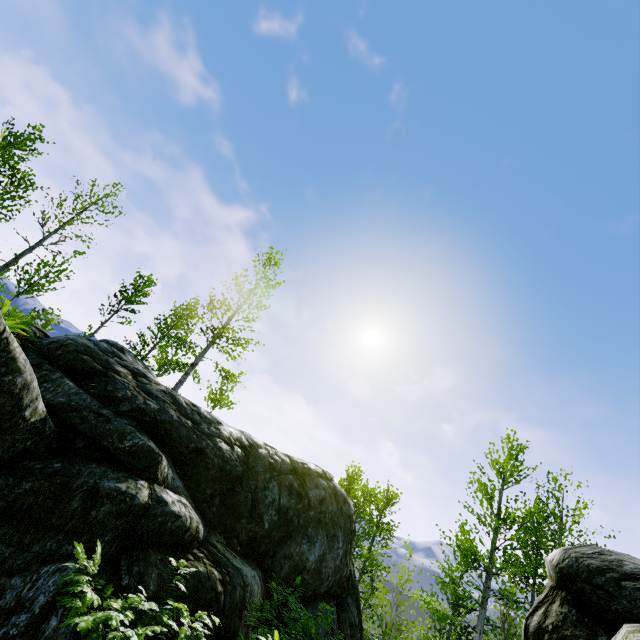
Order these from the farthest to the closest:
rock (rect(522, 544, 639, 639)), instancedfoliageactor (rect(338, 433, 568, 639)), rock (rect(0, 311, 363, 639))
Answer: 1. instancedfoliageactor (rect(338, 433, 568, 639))
2. rock (rect(0, 311, 363, 639))
3. rock (rect(522, 544, 639, 639))

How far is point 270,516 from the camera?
9.0 meters

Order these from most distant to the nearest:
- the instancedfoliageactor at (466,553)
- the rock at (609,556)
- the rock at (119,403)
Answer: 1. the instancedfoliageactor at (466,553)
2. the rock at (119,403)
3. the rock at (609,556)

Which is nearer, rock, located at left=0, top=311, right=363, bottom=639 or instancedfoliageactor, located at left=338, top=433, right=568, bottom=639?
rock, located at left=0, top=311, right=363, bottom=639

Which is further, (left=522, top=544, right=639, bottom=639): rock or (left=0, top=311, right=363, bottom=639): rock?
(left=0, top=311, right=363, bottom=639): rock

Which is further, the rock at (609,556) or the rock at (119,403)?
the rock at (119,403)
